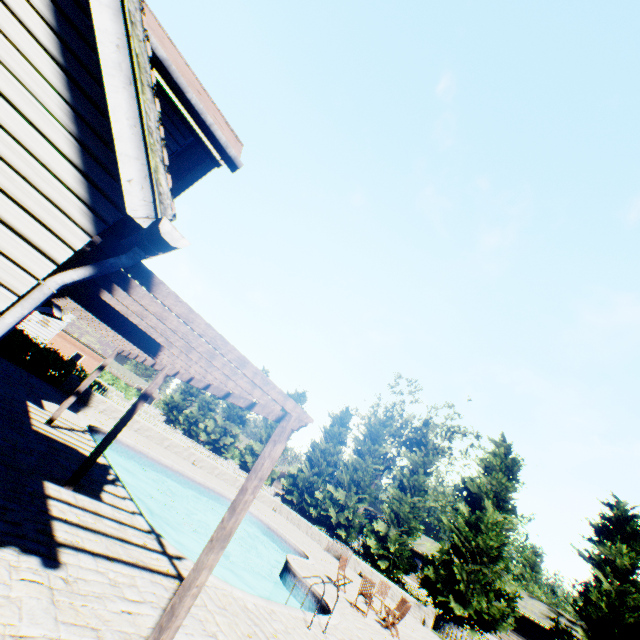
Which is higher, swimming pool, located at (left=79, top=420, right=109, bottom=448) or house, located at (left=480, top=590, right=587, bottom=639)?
house, located at (left=480, top=590, right=587, bottom=639)

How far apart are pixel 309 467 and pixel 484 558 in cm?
1651

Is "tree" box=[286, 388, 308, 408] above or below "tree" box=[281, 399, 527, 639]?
above

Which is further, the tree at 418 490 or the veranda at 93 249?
the tree at 418 490

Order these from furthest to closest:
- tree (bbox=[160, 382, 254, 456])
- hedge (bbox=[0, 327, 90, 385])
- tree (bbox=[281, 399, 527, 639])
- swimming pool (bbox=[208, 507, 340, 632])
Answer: tree (bbox=[160, 382, 254, 456]) < tree (bbox=[281, 399, 527, 639]) < hedge (bbox=[0, 327, 90, 385]) < swimming pool (bbox=[208, 507, 340, 632])

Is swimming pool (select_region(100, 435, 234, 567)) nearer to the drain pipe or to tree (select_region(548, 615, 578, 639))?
the drain pipe

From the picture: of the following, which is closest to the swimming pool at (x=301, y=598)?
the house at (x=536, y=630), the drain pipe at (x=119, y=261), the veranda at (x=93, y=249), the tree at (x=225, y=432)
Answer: the veranda at (x=93, y=249)

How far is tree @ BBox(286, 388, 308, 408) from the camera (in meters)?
38.22
